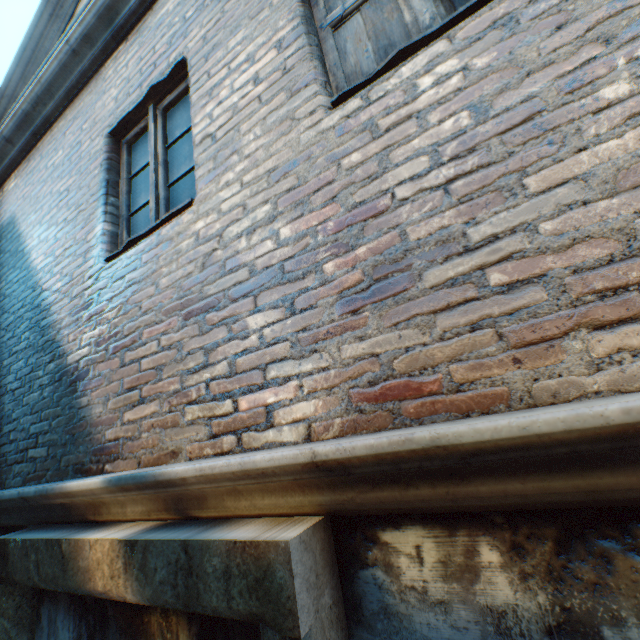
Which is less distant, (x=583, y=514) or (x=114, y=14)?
(x=583, y=514)
